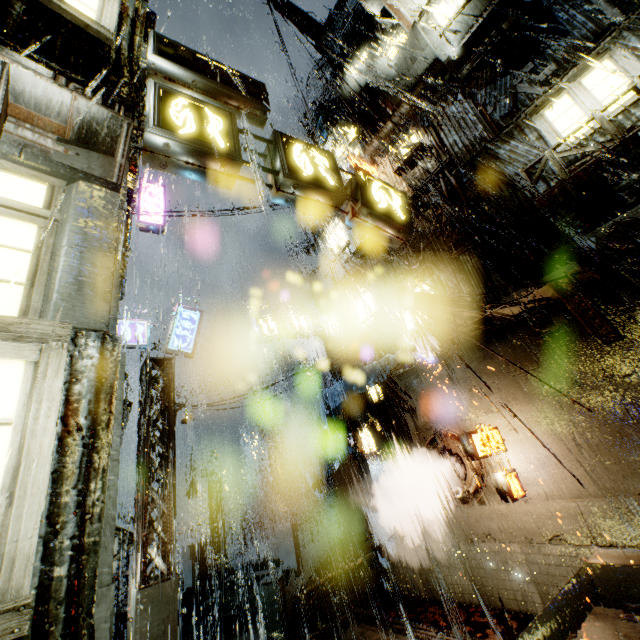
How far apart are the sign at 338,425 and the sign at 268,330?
4.5 meters

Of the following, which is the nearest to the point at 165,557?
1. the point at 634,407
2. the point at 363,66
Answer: the point at 634,407

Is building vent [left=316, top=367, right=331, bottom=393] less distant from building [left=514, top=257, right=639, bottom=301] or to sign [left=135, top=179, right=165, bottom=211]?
building [left=514, top=257, right=639, bottom=301]

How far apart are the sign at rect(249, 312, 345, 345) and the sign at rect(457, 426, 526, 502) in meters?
9.1

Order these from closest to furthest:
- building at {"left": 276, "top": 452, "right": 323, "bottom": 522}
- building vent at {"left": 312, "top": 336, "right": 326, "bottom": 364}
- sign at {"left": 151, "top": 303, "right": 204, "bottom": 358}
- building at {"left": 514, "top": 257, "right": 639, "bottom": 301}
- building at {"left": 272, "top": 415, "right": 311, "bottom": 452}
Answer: building at {"left": 514, "top": 257, "right": 639, "bottom": 301} < sign at {"left": 151, "top": 303, "right": 204, "bottom": 358} < building vent at {"left": 312, "top": 336, "right": 326, "bottom": 364} < building at {"left": 276, "top": 452, "right": 323, "bottom": 522} < building at {"left": 272, "top": 415, "right": 311, "bottom": 452}

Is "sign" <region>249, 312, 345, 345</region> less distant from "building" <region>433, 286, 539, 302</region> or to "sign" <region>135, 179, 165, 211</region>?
"building" <region>433, 286, 539, 302</region>

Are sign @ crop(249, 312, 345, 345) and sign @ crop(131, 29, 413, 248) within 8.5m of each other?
no

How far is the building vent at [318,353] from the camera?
25.8 meters
